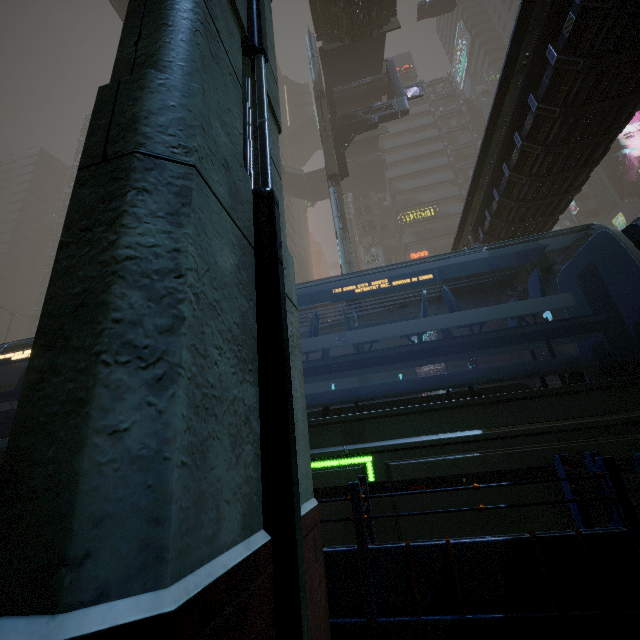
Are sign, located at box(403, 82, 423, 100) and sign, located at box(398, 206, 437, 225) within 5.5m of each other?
no

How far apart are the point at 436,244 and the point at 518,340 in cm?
4110

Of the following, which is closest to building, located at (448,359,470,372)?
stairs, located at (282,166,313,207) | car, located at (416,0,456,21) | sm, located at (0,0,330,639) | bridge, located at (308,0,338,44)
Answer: bridge, located at (308,0,338,44)

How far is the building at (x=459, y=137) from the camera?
52.0m

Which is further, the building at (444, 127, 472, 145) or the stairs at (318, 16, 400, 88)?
the building at (444, 127, 472, 145)

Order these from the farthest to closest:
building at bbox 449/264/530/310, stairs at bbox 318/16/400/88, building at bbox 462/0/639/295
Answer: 1. stairs at bbox 318/16/400/88
2. building at bbox 449/264/530/310
3. building at bbox 462/0/639/295

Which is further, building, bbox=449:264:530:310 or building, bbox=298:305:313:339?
building, bbox=298:305:313:339
